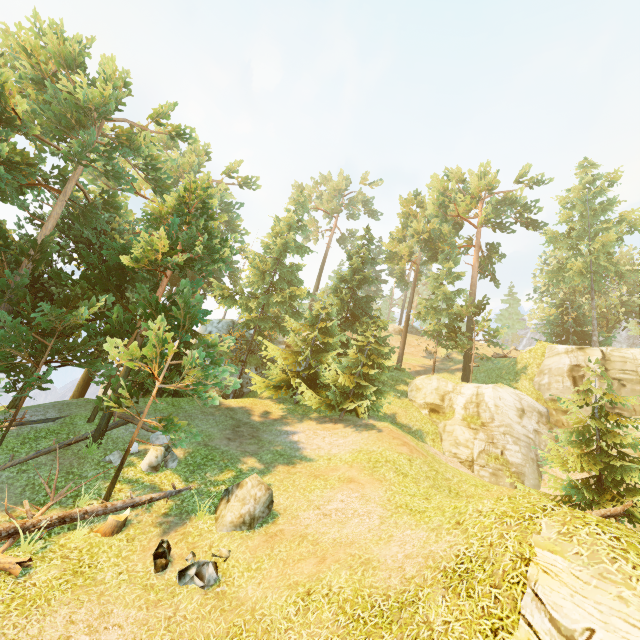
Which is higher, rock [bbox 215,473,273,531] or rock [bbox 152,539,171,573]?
rock [bbox 215,473,273,531]

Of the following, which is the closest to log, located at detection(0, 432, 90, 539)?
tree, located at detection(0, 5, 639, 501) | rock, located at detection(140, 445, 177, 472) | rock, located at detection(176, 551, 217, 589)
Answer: tree, located at detection(0, 5, 639, 501)

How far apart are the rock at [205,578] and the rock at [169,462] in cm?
476

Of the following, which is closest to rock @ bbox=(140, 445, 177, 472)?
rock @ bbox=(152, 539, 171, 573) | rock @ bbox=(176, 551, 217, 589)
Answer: rock @ bbox=(152, 539, 171, 573)

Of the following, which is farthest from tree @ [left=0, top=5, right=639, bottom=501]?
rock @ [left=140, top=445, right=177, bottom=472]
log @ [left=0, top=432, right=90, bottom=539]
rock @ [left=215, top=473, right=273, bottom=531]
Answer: rock @ [left=215, top=473, right=273, bottom=531]

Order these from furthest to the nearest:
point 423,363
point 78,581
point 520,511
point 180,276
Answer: point 423,363 → point 180,276 → point 78,581 → point 520,511

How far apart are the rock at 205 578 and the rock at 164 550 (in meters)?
0.39
